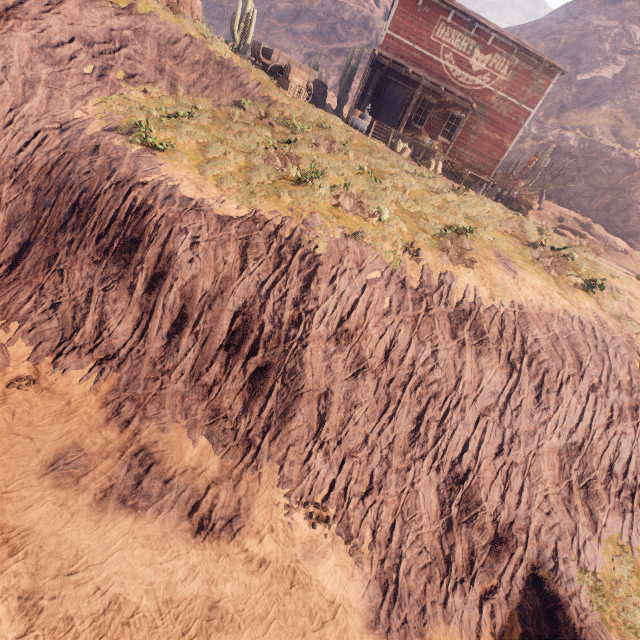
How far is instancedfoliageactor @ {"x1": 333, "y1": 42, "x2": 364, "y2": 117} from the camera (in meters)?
23.80

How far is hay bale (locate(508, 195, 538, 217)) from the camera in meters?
20.9

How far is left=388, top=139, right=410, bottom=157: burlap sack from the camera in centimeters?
1830cm

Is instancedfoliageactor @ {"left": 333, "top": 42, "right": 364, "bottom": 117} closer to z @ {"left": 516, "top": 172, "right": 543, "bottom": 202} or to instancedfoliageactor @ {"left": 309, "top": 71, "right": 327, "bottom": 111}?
instancedfoliageactor @ {"left": 309, "top": 71, "right": 327, "bottom": 111}

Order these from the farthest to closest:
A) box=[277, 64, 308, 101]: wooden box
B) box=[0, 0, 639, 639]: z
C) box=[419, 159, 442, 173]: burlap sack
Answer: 1. box=[419, 159, 442, 173]: burlap sack
2. box=[277, 64, 308, 101]: wooden box
3. box=[0, 0, 639, 639]: z

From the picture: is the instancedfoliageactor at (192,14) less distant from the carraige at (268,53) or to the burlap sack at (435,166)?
the carraige at (268,53)

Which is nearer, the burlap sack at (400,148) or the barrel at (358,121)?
the barrel at (358,121)

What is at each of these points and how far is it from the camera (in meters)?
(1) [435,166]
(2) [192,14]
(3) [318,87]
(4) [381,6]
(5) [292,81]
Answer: (1) burlap sack, 18.42
(2) instancedfoliageactor, 19.47
(3) instancedfoliageactor, 21.47
(4) rock, 51.19
(5) wooden box, 16.02
